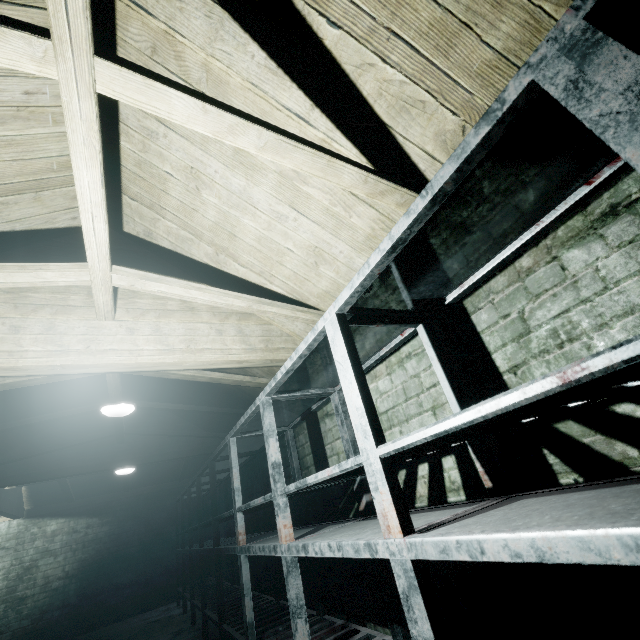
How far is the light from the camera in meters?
3.2

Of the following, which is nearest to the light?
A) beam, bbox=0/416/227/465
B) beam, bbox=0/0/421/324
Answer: beam, bbox=0/416/227/465

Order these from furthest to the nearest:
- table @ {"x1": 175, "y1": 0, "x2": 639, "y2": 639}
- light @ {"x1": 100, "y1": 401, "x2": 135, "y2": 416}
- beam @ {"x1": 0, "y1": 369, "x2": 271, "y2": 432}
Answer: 1. light @ {"x1": 100, "y1": 401, "x2": 135, "y2": 416}
2. beam @ {"x1": 0, "y1": 369, "x2": 271, "y2": 432}
3. table @ {"x1": 175, "y1": 0, "x2": 639, "y2": 639}

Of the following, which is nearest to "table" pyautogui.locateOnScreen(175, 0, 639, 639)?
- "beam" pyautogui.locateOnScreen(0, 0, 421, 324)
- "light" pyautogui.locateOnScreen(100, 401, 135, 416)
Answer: "beam" pyautogui.locateOnScreen(0, 0, 421, 324)

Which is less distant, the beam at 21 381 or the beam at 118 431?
the beam at 21 381

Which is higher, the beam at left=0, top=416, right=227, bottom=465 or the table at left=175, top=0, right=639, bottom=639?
the beam at left=0, top=416, right=227, bottom=465

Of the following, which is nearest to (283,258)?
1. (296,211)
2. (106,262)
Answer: (296,211)

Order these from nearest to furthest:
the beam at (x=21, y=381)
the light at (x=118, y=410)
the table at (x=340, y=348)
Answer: the table at (x=340, y=348) → the beam at (x=21, y=381) → the light at (x=118, y=410)
